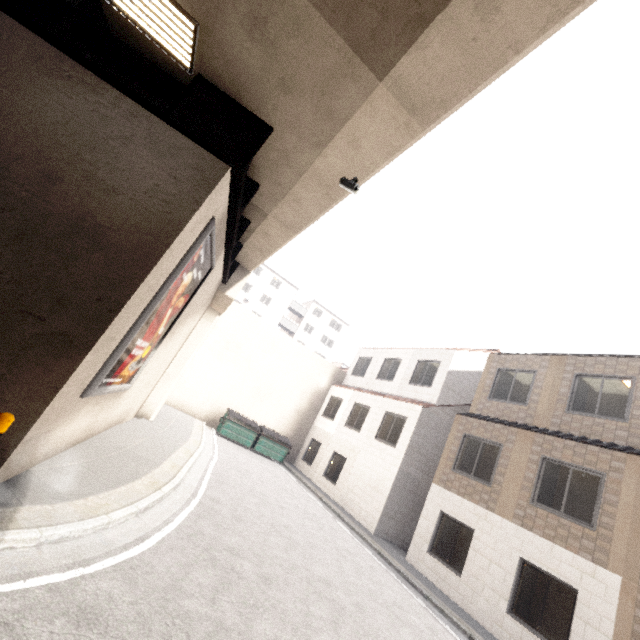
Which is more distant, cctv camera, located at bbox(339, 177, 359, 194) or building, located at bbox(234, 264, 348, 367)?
building, located at bbox(234, 264, 348, 367)

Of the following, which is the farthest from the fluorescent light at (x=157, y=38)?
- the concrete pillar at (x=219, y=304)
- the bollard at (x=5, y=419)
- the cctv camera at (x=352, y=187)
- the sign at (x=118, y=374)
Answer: the concrete pillar at (x=219, y=304)

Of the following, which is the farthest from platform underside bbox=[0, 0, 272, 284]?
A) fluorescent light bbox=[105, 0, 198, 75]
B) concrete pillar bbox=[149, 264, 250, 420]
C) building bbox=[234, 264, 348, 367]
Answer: building bbox=[234, 264, 348, 367]

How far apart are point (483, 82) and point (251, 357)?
18.7m

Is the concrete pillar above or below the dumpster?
above

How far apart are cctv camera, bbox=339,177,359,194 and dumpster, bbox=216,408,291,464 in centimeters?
1496cm

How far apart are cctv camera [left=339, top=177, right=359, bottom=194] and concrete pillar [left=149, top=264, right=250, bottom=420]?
8.0m

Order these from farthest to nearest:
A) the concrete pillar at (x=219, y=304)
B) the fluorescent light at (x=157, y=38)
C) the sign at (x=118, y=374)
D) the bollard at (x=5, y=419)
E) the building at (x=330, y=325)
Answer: the building at (x=330, y=325), the concrete pillar at (x=219, y=304), the sign at (x=118, y=374), the fluorescent light at (x=157, y=38), the bollard at (x=5, y=419)
